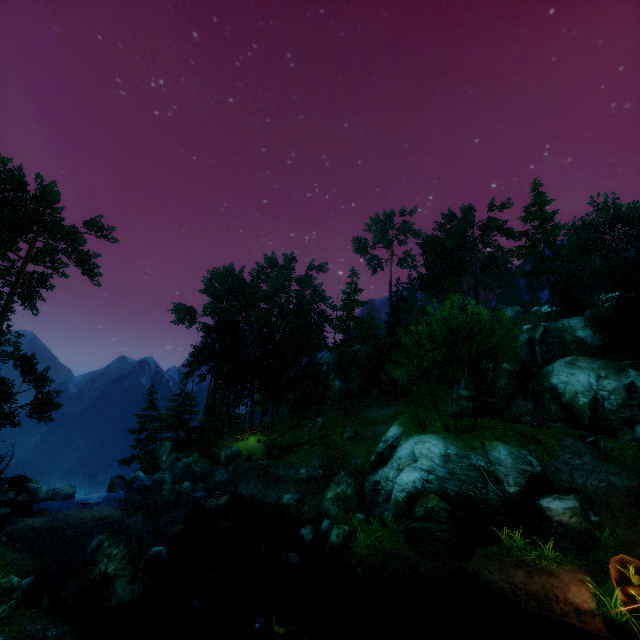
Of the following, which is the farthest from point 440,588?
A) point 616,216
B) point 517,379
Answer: point 616,216

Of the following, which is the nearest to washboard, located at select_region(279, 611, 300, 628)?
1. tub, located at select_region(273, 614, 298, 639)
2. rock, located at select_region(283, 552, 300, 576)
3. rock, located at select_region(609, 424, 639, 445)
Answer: tub, located at select_region(273, 614, 298, 639)

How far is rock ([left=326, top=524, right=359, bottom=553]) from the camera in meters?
15.2

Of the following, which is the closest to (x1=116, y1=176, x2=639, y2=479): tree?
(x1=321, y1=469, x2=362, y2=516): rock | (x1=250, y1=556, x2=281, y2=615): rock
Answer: (x1=321, y1=469, x2=362, y2=516): rock

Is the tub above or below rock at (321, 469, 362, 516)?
below

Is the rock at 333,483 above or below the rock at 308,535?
above

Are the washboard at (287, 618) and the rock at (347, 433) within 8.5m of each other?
no

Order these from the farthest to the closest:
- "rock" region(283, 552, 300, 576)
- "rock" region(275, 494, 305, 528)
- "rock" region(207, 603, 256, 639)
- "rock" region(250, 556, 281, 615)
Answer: "rock" region(275, 494, 305, 528), "rock" region(283, 552, 300, 576), "rock" region(250, 556, 281, 615), "rock" region(207, 603, 256, 639)
